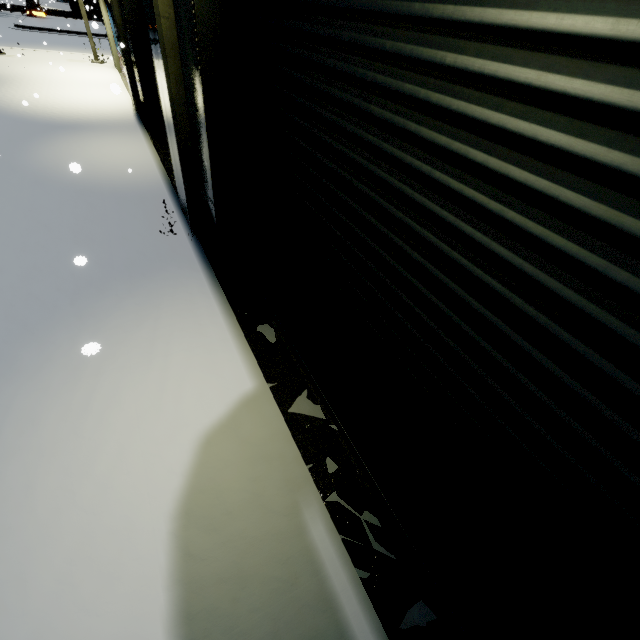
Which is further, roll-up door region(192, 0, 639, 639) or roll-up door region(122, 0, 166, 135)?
roll-up door region(122, 0, 166, 135)

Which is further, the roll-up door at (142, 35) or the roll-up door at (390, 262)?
the roll-up door at (142, 35)

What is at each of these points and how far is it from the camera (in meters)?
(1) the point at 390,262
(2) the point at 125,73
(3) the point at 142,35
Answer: (1) roll-up door, 1.95
(2) building, 10.30
(3) roll-up door, 8.55

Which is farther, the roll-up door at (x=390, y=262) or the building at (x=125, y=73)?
the building at (x=125, y=73)

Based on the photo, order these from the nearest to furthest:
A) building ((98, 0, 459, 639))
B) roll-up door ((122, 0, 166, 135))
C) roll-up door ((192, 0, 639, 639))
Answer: roll-up door ((192, 0, 639, 639)) < building ((98, 0, 459, 639)) < roll-up door ((122, 0, 166, 135))

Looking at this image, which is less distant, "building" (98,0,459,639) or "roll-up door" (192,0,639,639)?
"roll-up door" (192,0,639,639)
